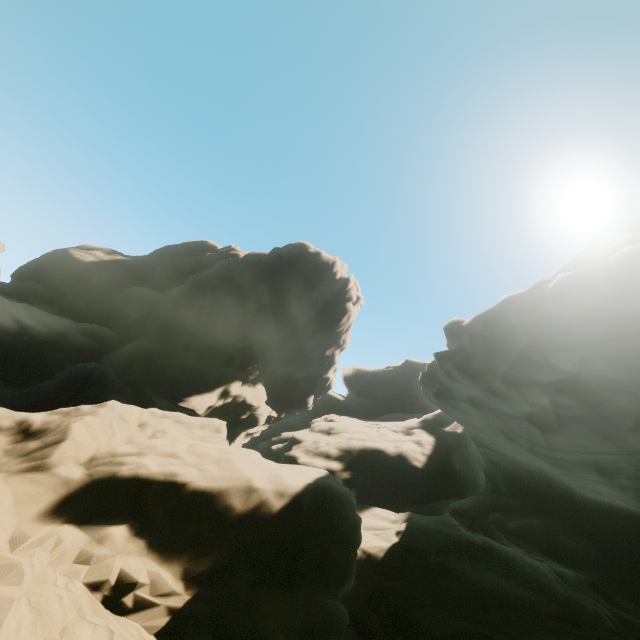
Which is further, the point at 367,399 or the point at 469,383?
the point at 367,399
